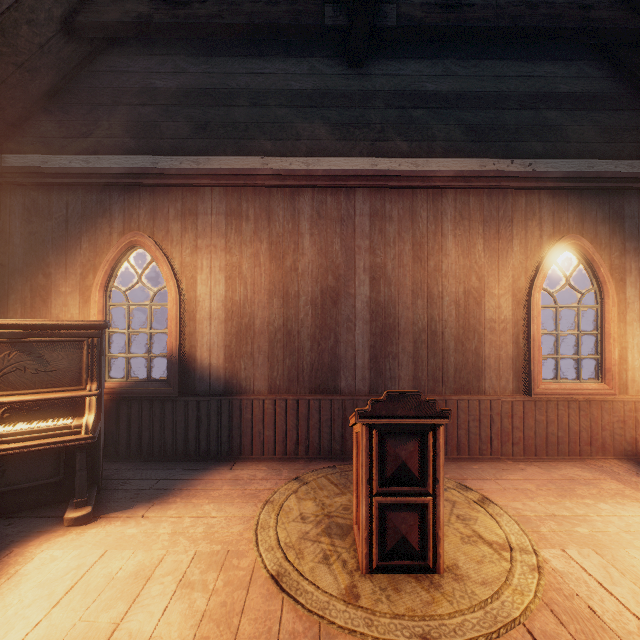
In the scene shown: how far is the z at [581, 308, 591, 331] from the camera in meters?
16.0 m

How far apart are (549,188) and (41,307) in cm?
724

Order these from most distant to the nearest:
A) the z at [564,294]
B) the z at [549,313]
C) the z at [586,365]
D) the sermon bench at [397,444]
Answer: the z at [564,294]
the z at [549,313]
the z at [586,365]
the sermon bench at [397,444]

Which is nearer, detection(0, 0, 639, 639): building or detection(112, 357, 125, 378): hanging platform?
detection(0, 0, 639, 639): building

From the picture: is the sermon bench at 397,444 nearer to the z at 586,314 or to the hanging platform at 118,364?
the hanging platform at 118,364

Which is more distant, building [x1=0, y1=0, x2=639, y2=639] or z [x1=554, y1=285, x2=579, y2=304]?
z [x1=554, y1=285, x2=579, y2=304]

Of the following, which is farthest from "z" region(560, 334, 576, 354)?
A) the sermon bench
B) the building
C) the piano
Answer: the sermon bench

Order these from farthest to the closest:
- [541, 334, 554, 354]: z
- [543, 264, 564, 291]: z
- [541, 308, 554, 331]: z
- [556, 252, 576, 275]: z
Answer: [556, 252, 576, 275]: z
[543, 264, 564, 291]: z
[541, 308, 554, 331]: z
[541, 334, 554, 354]: z
